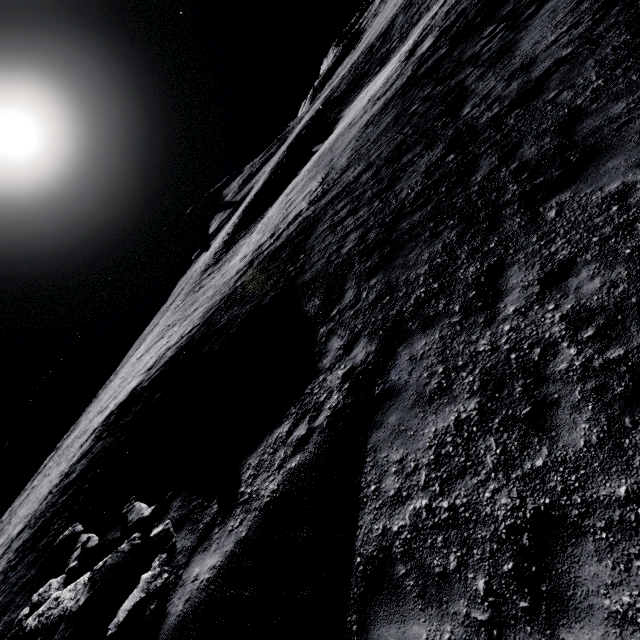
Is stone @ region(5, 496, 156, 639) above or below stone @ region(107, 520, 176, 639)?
above

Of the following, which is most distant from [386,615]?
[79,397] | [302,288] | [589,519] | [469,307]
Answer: [79,397]

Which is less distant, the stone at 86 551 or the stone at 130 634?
the stone at 130 634

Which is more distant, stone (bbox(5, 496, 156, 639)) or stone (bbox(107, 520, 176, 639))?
stone (bbox(5, 496, 156, 639))

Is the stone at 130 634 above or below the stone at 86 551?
below
